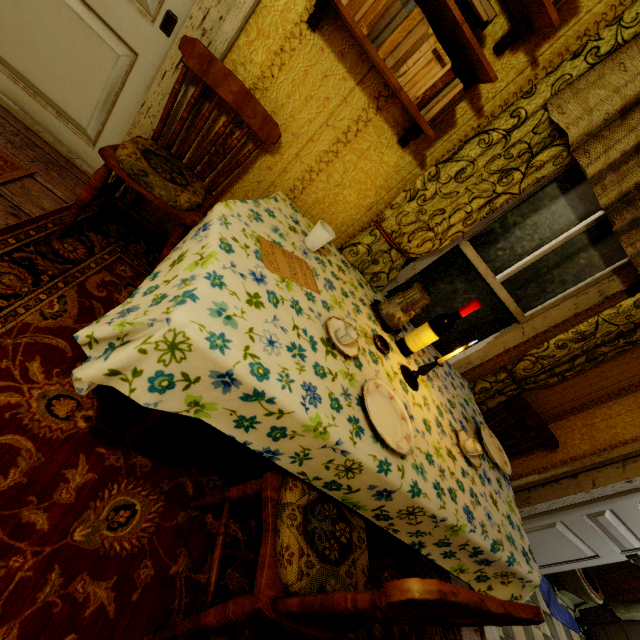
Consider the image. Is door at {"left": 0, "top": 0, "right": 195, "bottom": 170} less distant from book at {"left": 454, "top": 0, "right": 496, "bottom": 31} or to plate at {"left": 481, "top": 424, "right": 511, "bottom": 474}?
book at {"left": 454, "top": 0, "right": 496, "bottom": 31}

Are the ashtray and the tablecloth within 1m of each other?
yes

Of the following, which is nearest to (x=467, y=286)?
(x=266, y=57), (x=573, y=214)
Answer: (x=573, y=214)

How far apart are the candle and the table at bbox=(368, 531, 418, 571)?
0.63m

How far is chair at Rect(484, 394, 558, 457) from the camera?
2.6m

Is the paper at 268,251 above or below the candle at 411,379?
below

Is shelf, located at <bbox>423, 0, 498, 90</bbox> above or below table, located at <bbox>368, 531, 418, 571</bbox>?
above

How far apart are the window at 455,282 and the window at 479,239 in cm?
9
